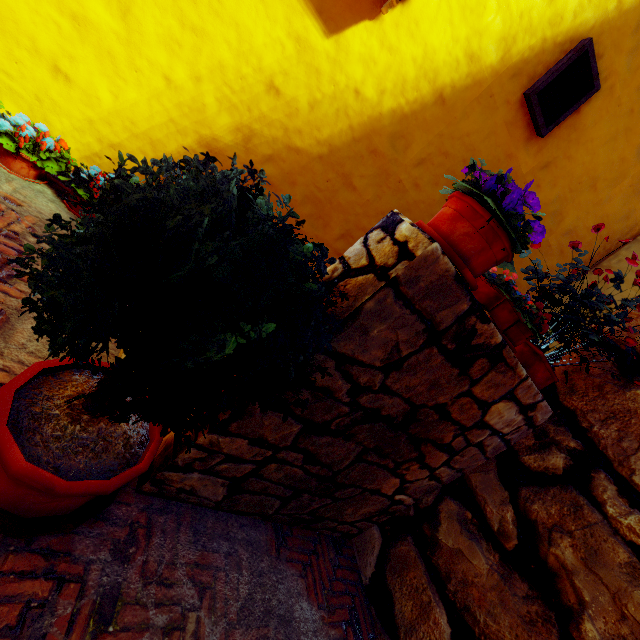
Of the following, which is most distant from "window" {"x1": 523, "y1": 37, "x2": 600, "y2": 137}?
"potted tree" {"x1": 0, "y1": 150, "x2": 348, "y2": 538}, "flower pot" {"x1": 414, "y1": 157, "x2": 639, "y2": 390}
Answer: "potted tree" {"x1": 0, "y1": 150, "x2": 348, "y2": 538}

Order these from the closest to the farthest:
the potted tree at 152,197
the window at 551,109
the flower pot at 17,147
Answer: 1. the potted tree at 152,197
2. the flower pot at 17,147
3. the window at 551,109

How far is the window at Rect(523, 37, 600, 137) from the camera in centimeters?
337cm

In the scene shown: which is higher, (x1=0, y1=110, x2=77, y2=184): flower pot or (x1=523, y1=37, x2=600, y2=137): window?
(x1=523, y1=37, x2=600, y2=137): window

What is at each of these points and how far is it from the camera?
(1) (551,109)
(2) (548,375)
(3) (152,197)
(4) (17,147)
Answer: (1) window, 3.6 meters
(2) flower pot, 2.1 meters
(3) potted tree, 0.9 meters
(4) flower pot, 2.5 meters

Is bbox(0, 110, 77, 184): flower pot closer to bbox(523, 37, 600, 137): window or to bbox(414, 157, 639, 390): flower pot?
bbox(414, 157, 639, 390): flower pot

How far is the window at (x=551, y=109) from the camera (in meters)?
3.37

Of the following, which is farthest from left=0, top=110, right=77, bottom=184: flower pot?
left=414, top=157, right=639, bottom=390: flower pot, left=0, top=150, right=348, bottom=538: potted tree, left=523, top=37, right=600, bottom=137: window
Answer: left=523, top=37, right=600, bottom=137: window
